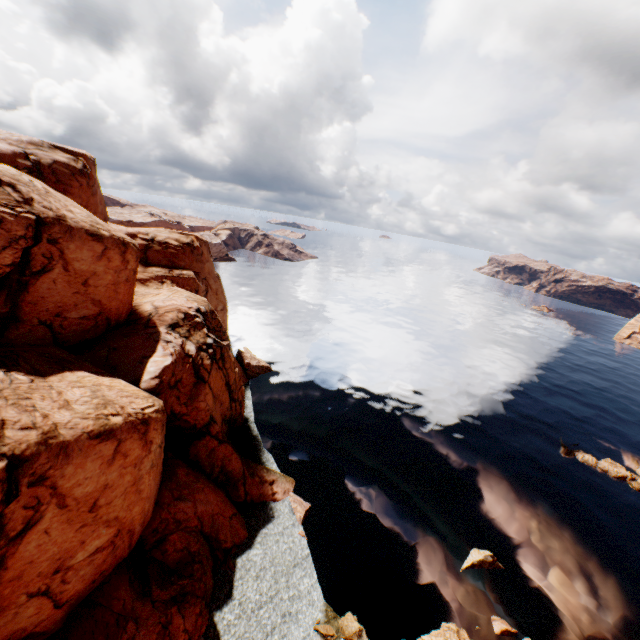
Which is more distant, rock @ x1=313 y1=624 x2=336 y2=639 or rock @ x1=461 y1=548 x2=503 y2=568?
rock @ x1=461 y1=548 x2=503 y2=568

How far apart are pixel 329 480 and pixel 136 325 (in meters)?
24.80

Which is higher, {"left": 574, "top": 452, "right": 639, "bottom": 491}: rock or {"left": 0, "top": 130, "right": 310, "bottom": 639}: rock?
{"left": 0, "top": 130, "right": 310, "bottom": 639}: rock

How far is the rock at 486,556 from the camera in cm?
2792

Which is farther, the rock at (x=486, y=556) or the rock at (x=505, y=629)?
the rock at (x=486, y=556)

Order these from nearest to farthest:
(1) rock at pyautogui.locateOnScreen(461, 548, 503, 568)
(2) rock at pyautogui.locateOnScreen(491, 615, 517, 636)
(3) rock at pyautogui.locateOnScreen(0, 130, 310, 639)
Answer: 1. (3) rock at pyautogui.locateOnScreen(0, 130, 310, 639)
2. (2) rock at pyautogui.locateOnScreen(491, 615, 517, 636)
3. (1) rock at pyautogui.locateOnScreen(461, 548, 503, 568)

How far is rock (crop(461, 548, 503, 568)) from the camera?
27.9m
